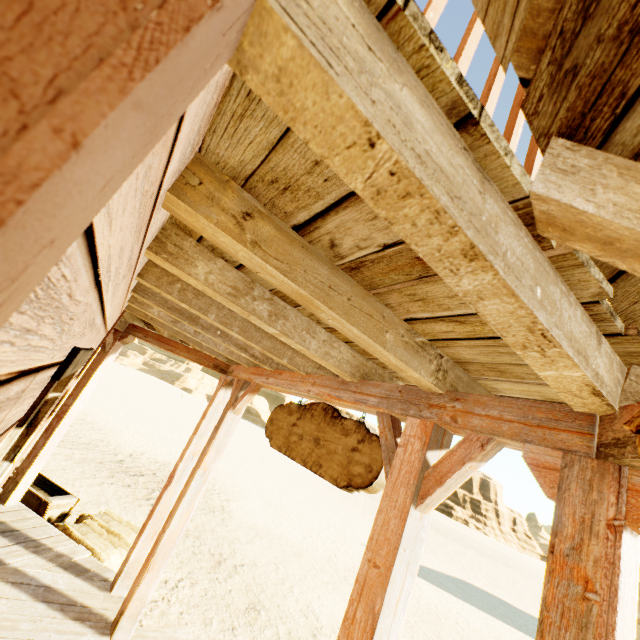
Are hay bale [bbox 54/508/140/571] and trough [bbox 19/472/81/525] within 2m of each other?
yes

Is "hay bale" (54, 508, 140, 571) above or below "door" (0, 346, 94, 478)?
below

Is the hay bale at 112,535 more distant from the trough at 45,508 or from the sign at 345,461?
the sign at 345,461

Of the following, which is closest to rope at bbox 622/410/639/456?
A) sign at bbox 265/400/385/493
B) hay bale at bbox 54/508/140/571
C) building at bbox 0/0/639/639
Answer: building at bbox 0/0/639/639

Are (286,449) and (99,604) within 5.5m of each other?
yes

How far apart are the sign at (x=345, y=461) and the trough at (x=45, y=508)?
3.8 meters

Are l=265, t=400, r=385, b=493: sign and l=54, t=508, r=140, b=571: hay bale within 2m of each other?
no

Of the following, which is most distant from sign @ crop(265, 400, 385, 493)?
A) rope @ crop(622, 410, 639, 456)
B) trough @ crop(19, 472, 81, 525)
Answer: trough @ crop(19, 472, 81, 525)
